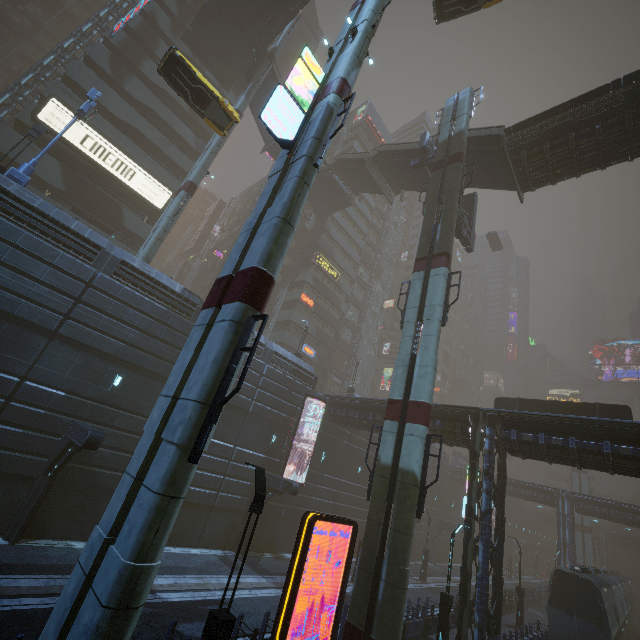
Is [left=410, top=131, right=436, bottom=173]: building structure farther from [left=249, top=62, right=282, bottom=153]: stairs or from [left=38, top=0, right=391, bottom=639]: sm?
[left=249, top=62, right=282, bottom=153]: stairs

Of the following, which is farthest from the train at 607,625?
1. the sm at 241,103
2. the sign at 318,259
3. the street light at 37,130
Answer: the sign at 318,259

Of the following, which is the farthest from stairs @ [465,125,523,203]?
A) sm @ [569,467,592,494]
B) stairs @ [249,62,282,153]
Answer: sm @ [569,467,592,494]

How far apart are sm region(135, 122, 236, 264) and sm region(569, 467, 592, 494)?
71.83m

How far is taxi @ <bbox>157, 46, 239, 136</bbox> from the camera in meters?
16.7

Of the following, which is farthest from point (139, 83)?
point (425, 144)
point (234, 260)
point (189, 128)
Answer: point (234, 260)

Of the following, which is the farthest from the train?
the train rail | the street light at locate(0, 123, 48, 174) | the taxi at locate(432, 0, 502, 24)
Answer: the taxi at locate(432, 0, 502, 24)

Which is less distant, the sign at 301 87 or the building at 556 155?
the sign at 301 87
